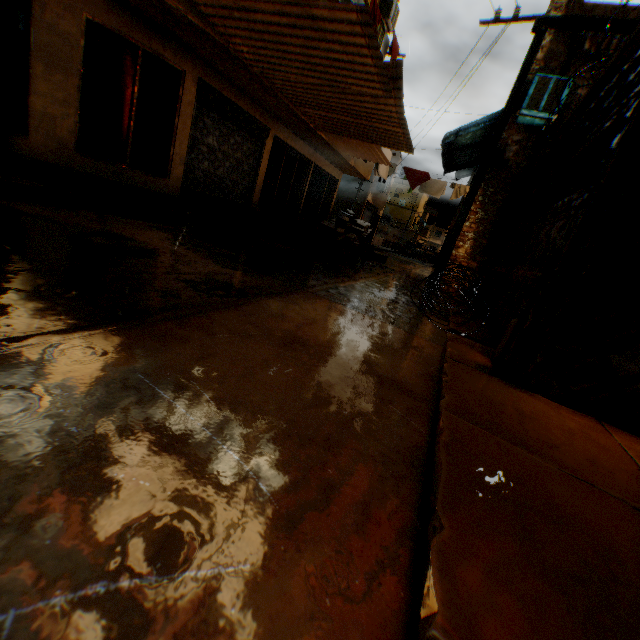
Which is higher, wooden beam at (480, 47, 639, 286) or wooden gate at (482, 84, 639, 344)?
wooden beam at (480, 47, 639, 286)

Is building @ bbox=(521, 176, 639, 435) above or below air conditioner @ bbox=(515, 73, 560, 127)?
below

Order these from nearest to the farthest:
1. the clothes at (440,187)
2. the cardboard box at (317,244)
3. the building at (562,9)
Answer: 1. the building at (562,9)
2. the cardboard box at (317,244)
3. the clothes at (440,187)

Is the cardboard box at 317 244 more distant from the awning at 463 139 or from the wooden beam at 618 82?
the awning at 463 139

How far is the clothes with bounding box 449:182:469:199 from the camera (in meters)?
14.65

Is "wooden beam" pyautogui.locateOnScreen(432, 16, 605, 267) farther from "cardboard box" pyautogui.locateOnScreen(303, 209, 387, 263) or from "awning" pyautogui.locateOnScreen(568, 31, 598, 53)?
"cardboard box" pyautogui.locateOnScreen(303, 209, 387, 263)

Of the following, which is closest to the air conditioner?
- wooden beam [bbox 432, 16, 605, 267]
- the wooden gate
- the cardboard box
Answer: wooden beam [bbox 432, 16, 605, 267]

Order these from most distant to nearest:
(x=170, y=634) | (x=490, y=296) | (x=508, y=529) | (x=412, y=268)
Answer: (x=412, y=268), (x=490, y=296), (x=508, y=529), (x=170, y=634)
